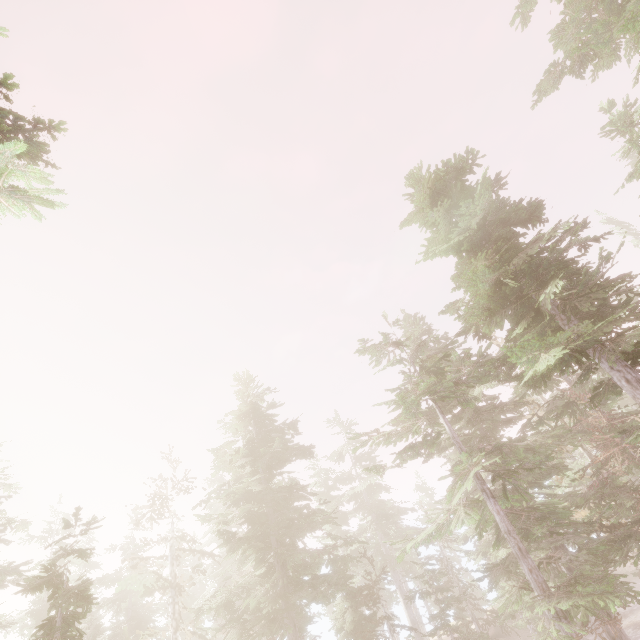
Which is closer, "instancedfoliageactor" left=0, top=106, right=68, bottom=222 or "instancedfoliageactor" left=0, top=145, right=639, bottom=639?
"instancedfoliageactor" left=0, top=106, right=68, bottom=222

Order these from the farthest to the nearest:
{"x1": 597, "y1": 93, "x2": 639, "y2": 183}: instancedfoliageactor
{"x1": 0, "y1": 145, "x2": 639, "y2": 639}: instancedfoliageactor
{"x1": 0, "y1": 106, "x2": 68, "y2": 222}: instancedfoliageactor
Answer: {"x1": 597, "y1": 93, "x2": 639, "y2": 183}: instancedfoliageactor < {"x1": 0, "y1": 145, "x2": 639, "y2": 639}: instancedfoliageactor < {"x1": 0, "y1": 106, "x2": 68, "y2": 222}: instancedfoliageactor

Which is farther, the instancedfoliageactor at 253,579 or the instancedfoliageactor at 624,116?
the instancedfoliageactor at 624,116

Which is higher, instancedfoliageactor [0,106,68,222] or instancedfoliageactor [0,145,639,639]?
instancedfoliageactor [0,106,68,222]

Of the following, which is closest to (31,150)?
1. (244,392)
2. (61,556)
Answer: (244,392)

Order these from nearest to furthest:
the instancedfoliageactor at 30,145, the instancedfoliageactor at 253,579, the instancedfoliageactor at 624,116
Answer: the instancedfoliageactor at 30,145 → the instancedfoliageactor at 253,579 → the instancedfoliageactor at 624,116
